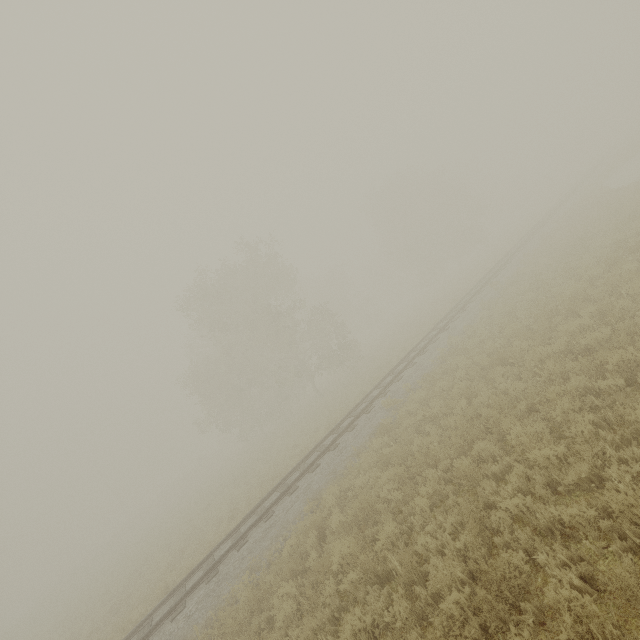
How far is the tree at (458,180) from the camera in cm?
4350

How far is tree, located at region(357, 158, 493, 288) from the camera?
43.5 meters

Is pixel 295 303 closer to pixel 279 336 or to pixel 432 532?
pixel 279 336

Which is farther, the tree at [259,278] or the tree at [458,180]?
the tree at [458,180]

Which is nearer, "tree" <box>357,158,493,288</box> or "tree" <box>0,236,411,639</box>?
"tree" <box>0,236,411,639</box>
